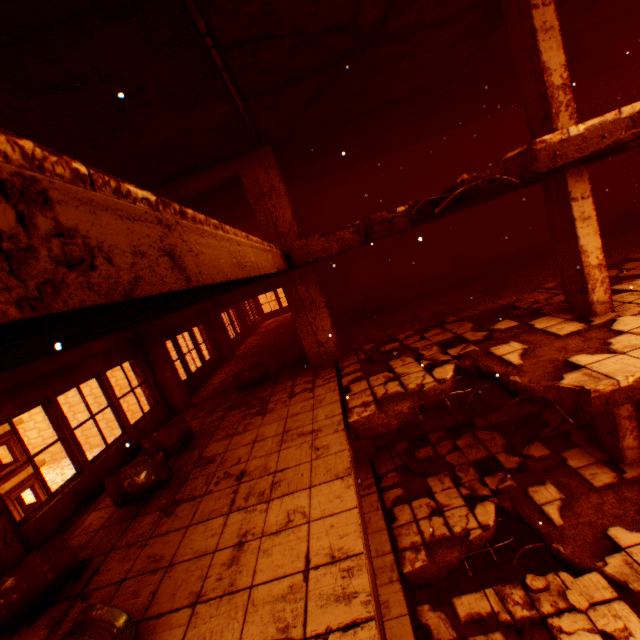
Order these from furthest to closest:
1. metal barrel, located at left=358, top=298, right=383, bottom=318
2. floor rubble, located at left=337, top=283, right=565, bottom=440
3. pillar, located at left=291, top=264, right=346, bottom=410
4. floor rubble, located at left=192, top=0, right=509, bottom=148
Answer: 1. metal barrel, located at left=358, top=298, right=383, bottom=318
2. pillar, located at left=291, top=264, right=346, bottom=410
3. floor rubble, located at left=337, top=283, right=565, bottom=440
4. floor rubble, located at left=192, top=0, right=509, bottom=148

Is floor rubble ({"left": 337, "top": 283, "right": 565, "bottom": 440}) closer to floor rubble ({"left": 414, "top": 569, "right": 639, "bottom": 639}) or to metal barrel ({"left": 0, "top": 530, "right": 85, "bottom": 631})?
floor rubble ({"left": 414, "top": 569, "right": 639, "bottom": 639})

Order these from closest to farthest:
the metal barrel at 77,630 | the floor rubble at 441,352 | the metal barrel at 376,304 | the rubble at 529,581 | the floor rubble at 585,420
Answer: the metal barrel at 77,630 → the rubble at 529,581 → the floor rubble at 441,352 → the floor rubble at 585,420 → the metal barrel at 376,304

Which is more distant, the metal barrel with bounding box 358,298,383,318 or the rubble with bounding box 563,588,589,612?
the metal barrel with bounding box 358,298,383,318

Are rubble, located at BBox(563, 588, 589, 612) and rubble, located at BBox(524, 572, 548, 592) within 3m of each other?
yes

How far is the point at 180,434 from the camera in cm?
647

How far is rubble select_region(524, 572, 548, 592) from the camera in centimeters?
478cm

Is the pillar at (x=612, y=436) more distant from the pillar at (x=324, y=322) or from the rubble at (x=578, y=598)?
the pillar at (x=324, y=322)
